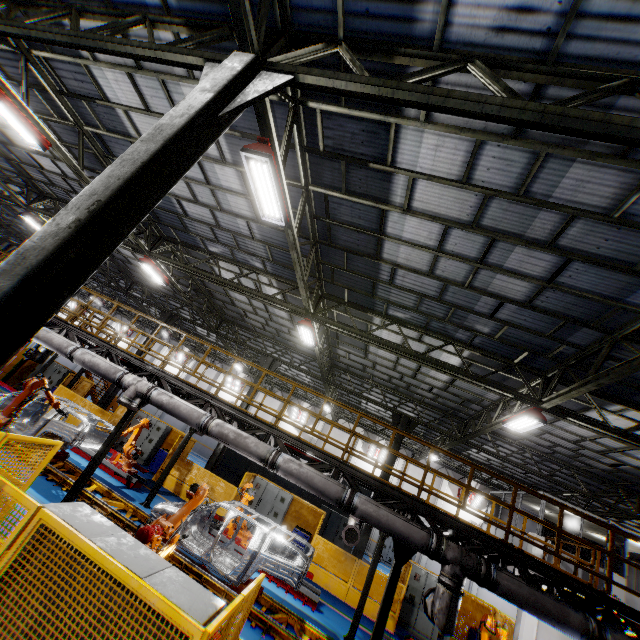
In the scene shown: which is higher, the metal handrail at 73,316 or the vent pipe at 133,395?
the metal handrail at 73,316

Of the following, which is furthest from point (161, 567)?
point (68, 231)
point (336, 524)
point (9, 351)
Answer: point (336, 524)

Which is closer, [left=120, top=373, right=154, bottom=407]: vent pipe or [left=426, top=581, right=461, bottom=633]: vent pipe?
[left=426, top=581, right=461, bottom=633]: vent pipe

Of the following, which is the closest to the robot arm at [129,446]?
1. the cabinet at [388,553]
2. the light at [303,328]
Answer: the light at [303,328]

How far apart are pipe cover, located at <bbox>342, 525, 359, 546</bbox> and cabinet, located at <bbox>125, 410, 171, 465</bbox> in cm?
1172

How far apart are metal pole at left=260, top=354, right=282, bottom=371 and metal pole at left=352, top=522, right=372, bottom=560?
6.60m

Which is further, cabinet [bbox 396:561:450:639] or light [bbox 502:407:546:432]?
cabinet [bbox 396:561:450:639]

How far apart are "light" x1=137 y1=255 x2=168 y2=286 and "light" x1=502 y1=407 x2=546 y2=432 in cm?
1458
